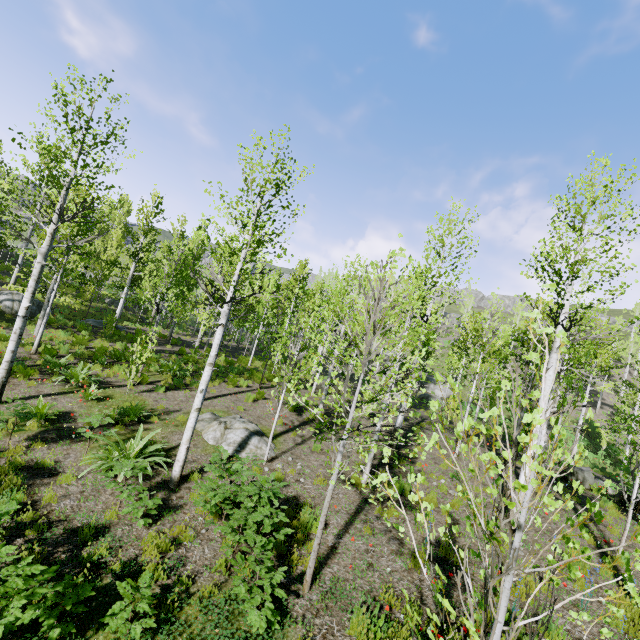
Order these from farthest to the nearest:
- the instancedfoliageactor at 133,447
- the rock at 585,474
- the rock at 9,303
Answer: the rock at 9,303 < the rock at 585,474 < the instancedfoliageactor at 133,447

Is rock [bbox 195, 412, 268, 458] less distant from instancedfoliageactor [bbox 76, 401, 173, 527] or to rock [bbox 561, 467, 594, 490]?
instancedfoliageactor [bbox 76, 401, 173, 527]

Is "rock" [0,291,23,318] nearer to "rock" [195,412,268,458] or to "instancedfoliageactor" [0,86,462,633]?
"instancedfoliageactor" [0,86,462,633]

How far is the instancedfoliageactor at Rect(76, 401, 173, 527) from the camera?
6.1 meters

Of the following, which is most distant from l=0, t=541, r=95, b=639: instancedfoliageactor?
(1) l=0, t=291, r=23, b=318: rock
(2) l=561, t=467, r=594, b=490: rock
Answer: (2) l=561, t=467, r=594, b=490: rock

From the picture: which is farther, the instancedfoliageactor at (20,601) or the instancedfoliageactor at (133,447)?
the instancedfoliageactor at (133,447)

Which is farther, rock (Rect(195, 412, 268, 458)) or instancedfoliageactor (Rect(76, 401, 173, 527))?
rock (Rect(195, 412, 268, 458))

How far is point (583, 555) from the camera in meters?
1.8 m
